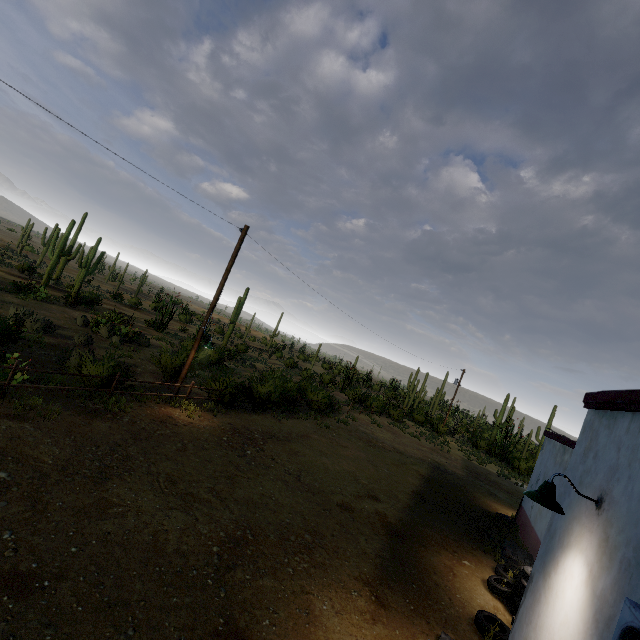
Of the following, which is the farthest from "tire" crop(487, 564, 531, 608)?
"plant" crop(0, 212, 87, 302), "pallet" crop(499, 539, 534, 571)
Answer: "plant" crop(0, 212, 87, 302)

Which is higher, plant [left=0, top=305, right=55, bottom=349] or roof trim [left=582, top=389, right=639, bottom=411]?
roof trim [left=582, top=389, right=639, bottom=411]

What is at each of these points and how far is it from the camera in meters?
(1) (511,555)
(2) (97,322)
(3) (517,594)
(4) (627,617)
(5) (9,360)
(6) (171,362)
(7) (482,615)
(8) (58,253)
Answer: (1) pallet, 9.4
(2) plant, 20.6
(3) tire, 7.5
(4) air conditioner, 2.1
(5) plant, 8.9
(6) plant, 15.3
(7) tire, 6.6
(8) plant, 27.8

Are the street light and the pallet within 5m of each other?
no

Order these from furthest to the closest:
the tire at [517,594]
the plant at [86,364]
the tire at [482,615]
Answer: the plant at [86,364] < the tire at [517,594] < the tire at [482,615]

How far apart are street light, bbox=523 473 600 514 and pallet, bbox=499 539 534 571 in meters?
6.3

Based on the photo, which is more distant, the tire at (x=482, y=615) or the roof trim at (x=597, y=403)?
the tire at (x=482, y=615)

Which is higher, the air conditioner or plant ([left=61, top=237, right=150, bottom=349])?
the air conditioner
